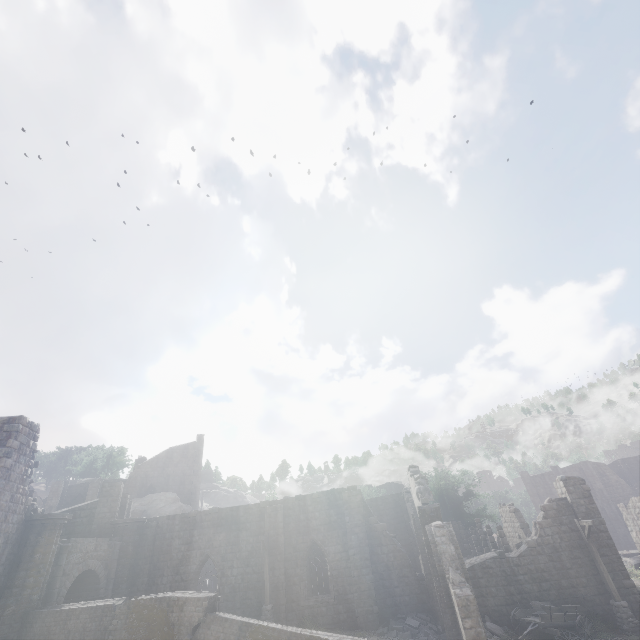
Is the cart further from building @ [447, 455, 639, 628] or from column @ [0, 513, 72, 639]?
column @ [0, 513, 72, 639]

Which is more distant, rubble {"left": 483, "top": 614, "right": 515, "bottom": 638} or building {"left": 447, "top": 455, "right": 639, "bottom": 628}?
building {"left": 447, "top": 455, "right": 639, "bottom": 628}

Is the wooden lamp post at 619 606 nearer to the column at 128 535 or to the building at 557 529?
the building at 557 529

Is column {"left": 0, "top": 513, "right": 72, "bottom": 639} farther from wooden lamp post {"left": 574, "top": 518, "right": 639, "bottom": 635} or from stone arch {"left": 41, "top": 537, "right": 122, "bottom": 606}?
wooden lamp post {"left": 574, "top": 518, "right": 639, "bottom": 635}

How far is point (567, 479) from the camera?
20.5 meters

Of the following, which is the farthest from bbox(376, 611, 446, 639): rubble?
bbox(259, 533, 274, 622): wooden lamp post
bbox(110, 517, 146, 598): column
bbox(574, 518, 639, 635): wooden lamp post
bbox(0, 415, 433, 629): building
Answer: bbox(110, 517, 146, 598): column

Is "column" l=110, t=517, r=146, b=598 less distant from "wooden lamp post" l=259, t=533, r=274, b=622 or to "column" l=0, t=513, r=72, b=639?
"column" l=0, t=513, r=72, b=639

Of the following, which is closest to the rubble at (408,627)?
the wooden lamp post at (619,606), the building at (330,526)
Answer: the building at (330,526)
